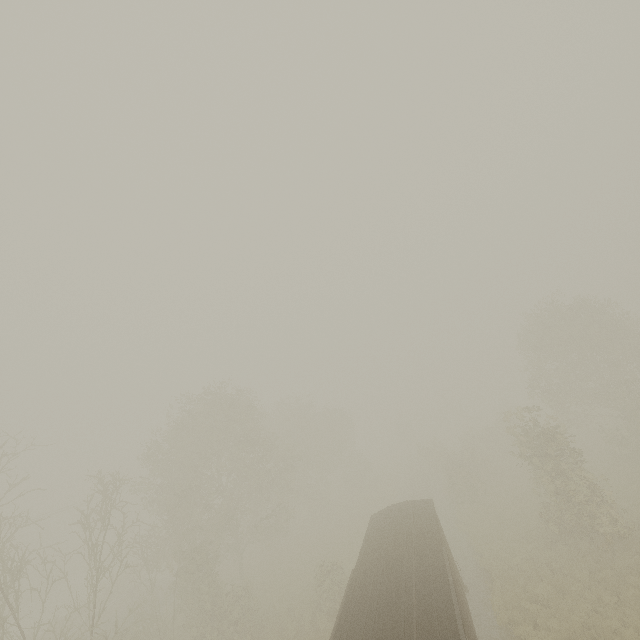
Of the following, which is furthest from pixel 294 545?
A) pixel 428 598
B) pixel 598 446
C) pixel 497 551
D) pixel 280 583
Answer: pixel 598 446

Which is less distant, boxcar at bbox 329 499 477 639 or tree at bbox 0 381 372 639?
boxcar at bbox 329 499 477 639

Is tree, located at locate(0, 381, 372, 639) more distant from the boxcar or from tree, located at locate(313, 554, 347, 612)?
the boxcar

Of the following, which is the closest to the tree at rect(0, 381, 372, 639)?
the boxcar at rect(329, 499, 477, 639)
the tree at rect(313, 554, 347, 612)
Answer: the tree at rect(313, 554, 347, 612)

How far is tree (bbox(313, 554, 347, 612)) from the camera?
19.86m

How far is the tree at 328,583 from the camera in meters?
19.9 m

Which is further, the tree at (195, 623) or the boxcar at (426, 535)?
the tree at (195, 623)
